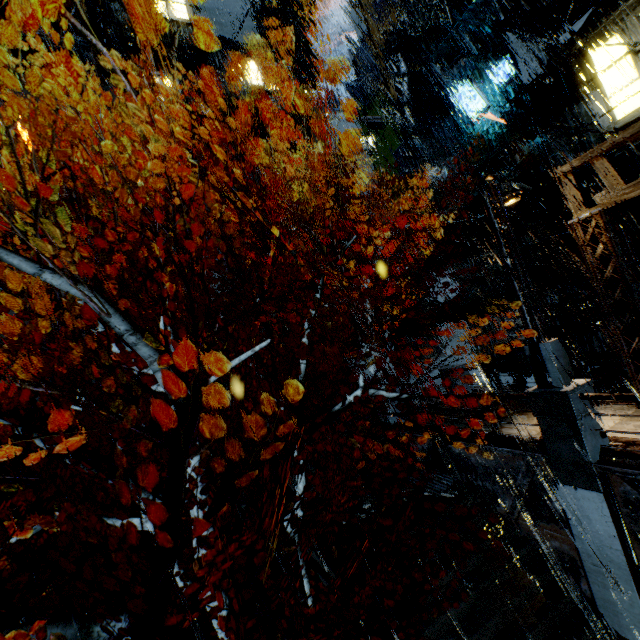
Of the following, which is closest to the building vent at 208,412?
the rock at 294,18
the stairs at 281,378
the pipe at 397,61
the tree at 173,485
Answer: the stairs at 281,378

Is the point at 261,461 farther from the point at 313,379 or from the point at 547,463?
the point at 547,463

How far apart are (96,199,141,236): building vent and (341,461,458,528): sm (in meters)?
24.28

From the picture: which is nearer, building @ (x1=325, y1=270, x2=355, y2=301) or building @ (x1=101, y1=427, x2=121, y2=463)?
building @ (x1=101, y1=427, x2=121, y2=463)

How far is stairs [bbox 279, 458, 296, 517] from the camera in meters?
12.0

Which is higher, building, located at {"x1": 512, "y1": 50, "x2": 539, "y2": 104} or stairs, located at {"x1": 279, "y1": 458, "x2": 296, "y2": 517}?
building, located at {"x1": 512, "y1": 50, "x2": 539, "y2": 104}

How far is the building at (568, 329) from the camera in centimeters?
1781cm

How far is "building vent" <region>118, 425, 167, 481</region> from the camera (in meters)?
15.70
